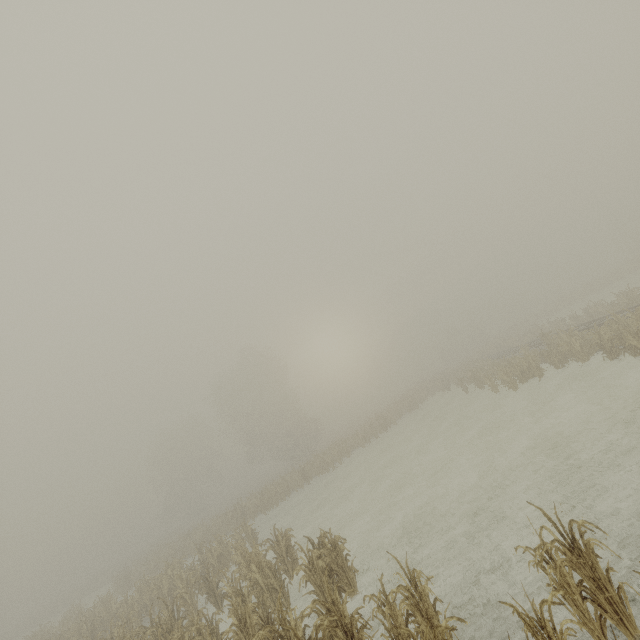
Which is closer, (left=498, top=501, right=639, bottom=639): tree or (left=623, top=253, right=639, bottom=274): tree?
(left=498, top=501, right=639, bottom=639): tree

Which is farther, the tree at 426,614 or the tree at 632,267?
the tree at 632,267

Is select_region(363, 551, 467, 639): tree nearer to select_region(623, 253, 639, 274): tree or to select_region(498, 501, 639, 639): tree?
select_region(498, 501, 639, 639): tree

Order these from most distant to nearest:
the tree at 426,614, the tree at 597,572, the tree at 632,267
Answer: the tree at 632,267 → the tree at 426,614 → the tree at 597,572

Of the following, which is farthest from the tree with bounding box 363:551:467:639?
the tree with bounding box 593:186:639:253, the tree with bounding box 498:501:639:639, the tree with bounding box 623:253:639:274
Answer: the tree with bounding box 593:186:639:253

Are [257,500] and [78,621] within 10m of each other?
no

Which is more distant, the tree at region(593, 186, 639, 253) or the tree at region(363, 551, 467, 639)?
the tree at region(593, 186, 639, 253)

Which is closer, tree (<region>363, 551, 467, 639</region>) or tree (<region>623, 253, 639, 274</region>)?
tree (<region>363, 551, 467, 639</region>)
